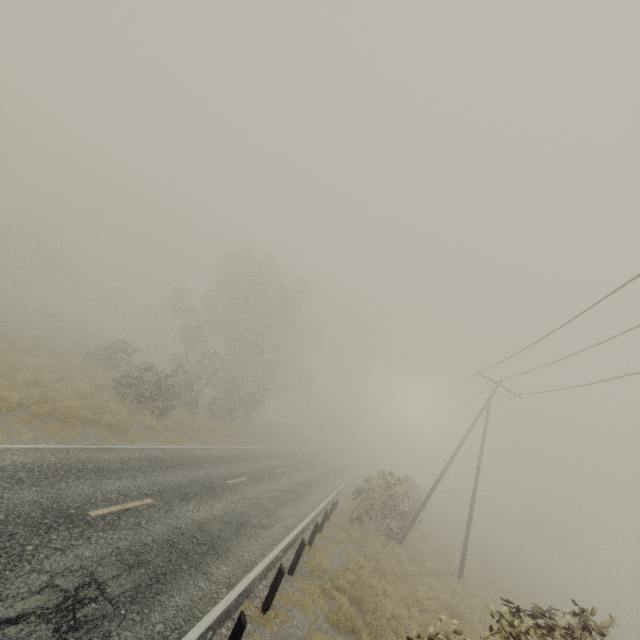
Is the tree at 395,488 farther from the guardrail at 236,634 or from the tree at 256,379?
the guardrail at 236,634

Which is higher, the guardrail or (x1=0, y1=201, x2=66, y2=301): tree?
(x1=0, y1=201, x2=66, y2=301): tree

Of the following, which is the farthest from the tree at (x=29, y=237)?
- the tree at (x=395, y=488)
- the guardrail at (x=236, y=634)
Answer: the guardrail at (x=236, y=634)

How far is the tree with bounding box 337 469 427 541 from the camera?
18.62m

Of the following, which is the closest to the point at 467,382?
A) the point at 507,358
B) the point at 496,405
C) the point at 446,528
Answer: the point at 496,405

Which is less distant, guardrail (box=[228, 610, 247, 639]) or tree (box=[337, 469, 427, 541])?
guardrail (box=[228, 610, 247, 639])

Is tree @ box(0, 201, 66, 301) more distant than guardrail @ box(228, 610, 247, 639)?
Yes
